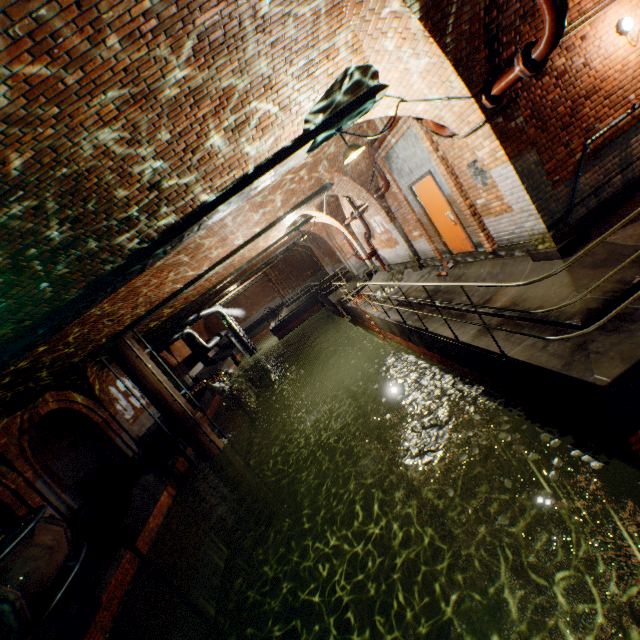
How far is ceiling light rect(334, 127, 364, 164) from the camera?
5.2m

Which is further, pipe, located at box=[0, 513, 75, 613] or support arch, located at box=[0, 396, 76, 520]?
support arch, located at box=[0, 396, 76, 520]

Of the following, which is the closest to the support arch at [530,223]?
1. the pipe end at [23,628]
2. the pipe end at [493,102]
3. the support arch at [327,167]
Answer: the pipe end at [493,102]

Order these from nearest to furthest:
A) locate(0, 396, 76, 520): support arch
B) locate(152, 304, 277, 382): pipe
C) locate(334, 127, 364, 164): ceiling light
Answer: locate(334, 127, 364, 164): ceiling light → locate(0, 396, 76, 520): support arch → locate(152, 304, 277, 382): pipe

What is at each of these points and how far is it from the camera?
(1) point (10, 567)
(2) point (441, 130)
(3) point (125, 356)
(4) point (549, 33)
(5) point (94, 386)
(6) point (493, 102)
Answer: (1) pipe, 4.86m
(2) pipe, 6.02m
(3) pipe, 11.74m
(4) pipe, 3.62m
(5) support arch, 14.15m
(6) pipe end, 4.73m

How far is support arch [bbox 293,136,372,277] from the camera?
8.5 meters

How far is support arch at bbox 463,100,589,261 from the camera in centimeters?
Answer: 502cm

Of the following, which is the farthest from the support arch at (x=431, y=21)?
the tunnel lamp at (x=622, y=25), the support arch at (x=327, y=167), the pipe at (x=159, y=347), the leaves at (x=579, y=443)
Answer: the pipe at (x=159, y=347)
